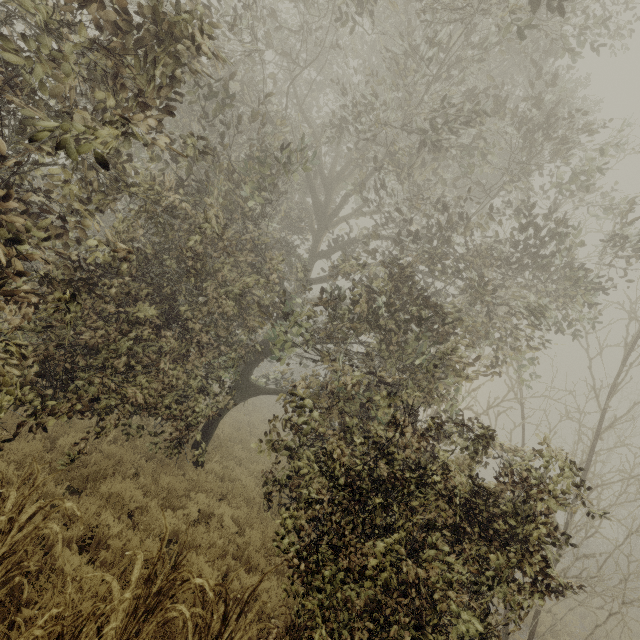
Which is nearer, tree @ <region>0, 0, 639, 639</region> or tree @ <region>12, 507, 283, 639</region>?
tree @ <region>12, 507, 283, 639</region>

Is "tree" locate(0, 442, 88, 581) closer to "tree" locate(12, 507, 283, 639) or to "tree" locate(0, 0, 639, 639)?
"tree" locate(12, 507, 283, 639)

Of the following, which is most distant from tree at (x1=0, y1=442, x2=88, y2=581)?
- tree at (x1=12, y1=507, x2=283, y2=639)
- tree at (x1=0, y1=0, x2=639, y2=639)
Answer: tree at (x1=0, y1=0, x2=639, y2=639)

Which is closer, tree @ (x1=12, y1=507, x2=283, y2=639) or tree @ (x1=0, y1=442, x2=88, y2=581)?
tree @ (x1=12, y1=507, x2=283, y2=639)

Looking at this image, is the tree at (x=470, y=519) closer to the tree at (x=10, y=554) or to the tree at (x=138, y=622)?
the tree at (x=138, y=622)

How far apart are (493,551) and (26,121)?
6.8m
